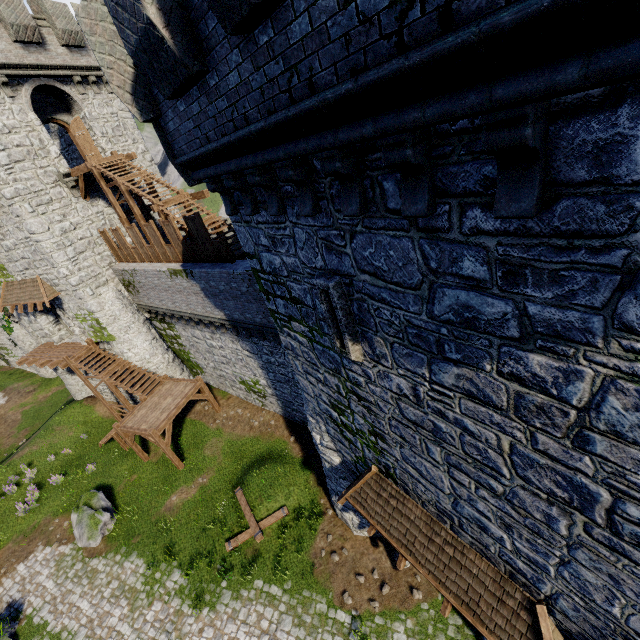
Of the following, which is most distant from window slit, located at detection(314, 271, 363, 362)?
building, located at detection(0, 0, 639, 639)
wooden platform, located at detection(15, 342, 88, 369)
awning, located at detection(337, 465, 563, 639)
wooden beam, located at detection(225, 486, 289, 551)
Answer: wooden platform, located at detection(15, 342, 88, 369)

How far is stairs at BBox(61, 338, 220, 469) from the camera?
17.5 meters

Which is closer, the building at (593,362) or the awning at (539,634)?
the building at (593,362)

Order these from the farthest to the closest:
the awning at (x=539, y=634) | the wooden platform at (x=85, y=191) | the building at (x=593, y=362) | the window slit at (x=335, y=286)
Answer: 1. the wooden platform at (x=85, y=191)
2. the awning at (x=539, y=634)
3. the window slit at (x=335, y=286)
4. the building at (x=593, y=362)

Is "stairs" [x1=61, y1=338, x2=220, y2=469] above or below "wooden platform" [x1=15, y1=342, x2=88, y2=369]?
below

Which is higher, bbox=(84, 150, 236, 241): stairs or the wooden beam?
bbox=(84, 150, 236, 241): stairs

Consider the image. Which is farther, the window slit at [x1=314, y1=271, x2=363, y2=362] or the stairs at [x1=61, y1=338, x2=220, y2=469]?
the stairs at [x1=61, y1=338, x2=220, y2=469]

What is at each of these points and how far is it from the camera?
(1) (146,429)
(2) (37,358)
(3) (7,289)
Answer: (1) stairs, 17.09m
(2) wooden platform, 21.94m
(3) awning, 20.80m
